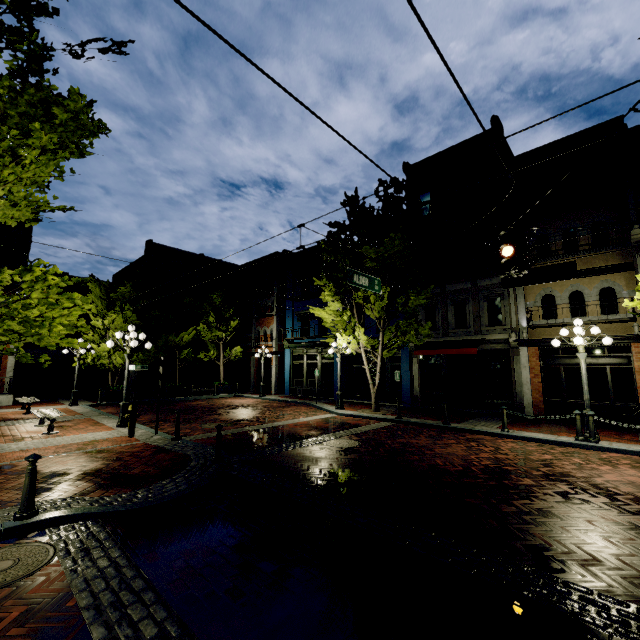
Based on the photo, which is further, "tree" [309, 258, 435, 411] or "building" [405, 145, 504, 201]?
"building" [405, 145, 504, 201]

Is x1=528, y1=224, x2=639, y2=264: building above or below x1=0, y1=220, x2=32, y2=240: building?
below

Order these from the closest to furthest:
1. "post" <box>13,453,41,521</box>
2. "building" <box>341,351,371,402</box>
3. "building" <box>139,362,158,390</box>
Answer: "post" <box>13,453,41,521</box>
"building" <box>341,351,371,402</box>
"building" <box>139,362,158,390</box>

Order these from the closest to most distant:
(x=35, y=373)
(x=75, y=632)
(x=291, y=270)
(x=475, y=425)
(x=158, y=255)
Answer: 1. (x=75, y=632)
2. (x=475, y=425)
3. (x=35, y=373)
4. (x=291, y=270)
5. (x=158, y=255)

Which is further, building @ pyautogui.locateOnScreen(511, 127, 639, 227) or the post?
building @ pyautogui.locateOnScreen(511, 127, 639, 227)

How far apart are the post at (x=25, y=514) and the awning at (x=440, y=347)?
14.4m

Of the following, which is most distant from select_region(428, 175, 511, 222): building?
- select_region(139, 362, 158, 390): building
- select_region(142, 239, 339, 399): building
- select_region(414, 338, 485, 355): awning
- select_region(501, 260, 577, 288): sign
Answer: select_region(139, 362, 158, 390): building

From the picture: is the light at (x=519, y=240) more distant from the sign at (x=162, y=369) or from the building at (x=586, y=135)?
the sign at (x=162, y=369)
